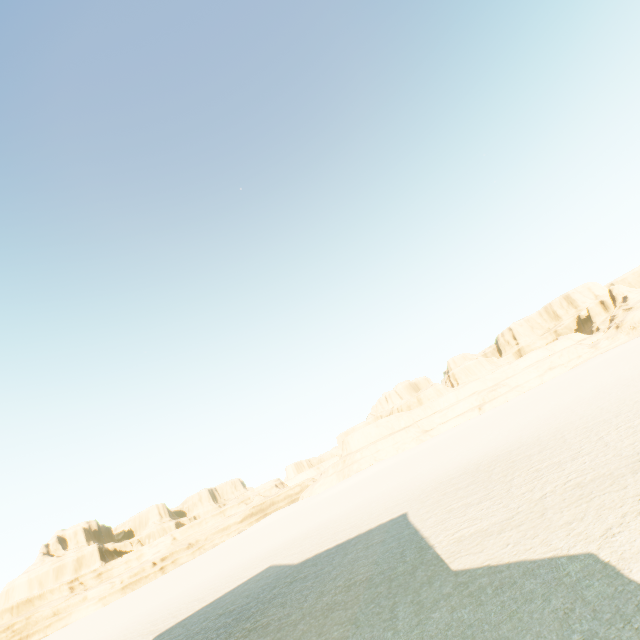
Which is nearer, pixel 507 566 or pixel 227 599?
pixel 507 566
